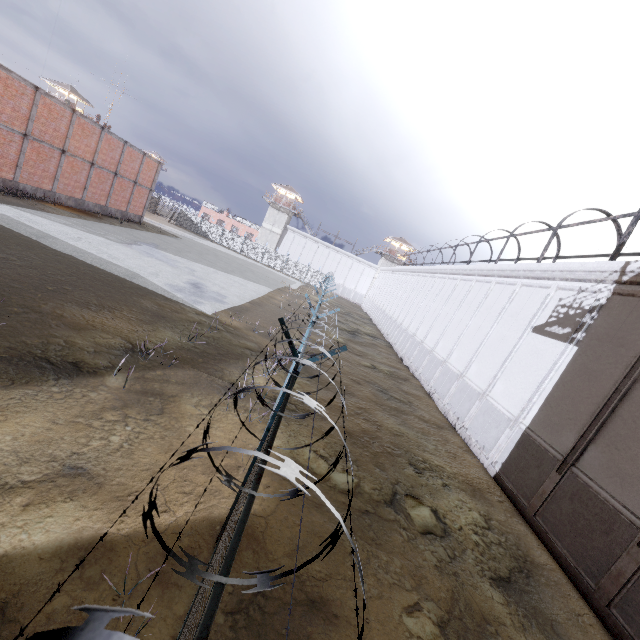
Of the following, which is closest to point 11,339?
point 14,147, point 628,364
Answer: point 628,364

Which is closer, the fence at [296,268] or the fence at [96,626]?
the fence at [96,626]

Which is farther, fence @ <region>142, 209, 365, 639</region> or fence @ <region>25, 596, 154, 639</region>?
fence @ <region>142, 209, 365, 639</region>
